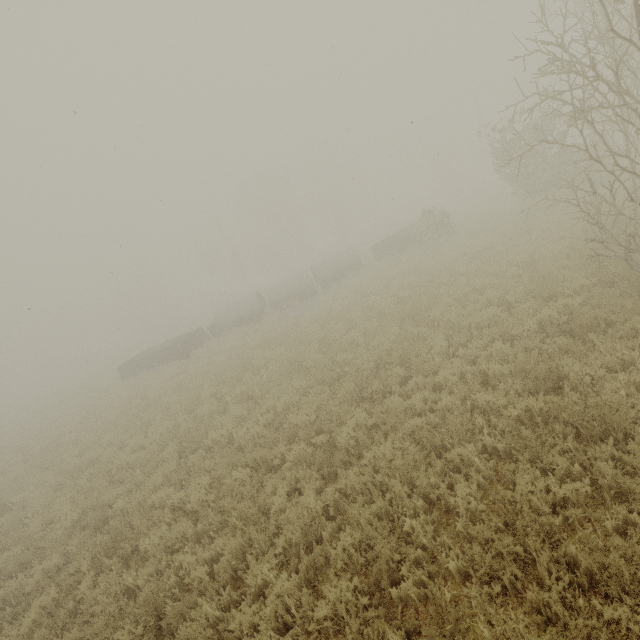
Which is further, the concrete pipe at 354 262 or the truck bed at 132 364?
the concrete pipe at 354 262

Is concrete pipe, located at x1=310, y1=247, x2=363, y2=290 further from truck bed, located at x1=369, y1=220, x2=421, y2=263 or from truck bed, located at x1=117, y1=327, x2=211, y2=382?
truck bed, located at x1=117, y1=327, x2=211, y2=382

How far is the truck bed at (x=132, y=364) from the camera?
21.27m

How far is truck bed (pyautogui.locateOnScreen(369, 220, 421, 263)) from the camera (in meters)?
22.52

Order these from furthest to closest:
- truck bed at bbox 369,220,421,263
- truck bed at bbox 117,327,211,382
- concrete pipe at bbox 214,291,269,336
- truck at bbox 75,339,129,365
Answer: truck at bbox 75,339,129,365 → concrete pipe at bbox 214,291,269,336 → truck bed at bbox 369,220,421,263 → truck bed at bbox 117,327,211,382

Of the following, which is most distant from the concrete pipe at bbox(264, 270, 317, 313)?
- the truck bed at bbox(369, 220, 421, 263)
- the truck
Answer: the truck

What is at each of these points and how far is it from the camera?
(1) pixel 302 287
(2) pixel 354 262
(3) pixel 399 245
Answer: (1) concrete pipe, 23.8m
(2) concrete pipe, 24.2m
(3) truck bed, 23.0m

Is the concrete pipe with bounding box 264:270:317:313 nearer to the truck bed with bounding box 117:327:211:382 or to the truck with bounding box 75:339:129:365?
the truck bed with bounding box 117:327:211:382
